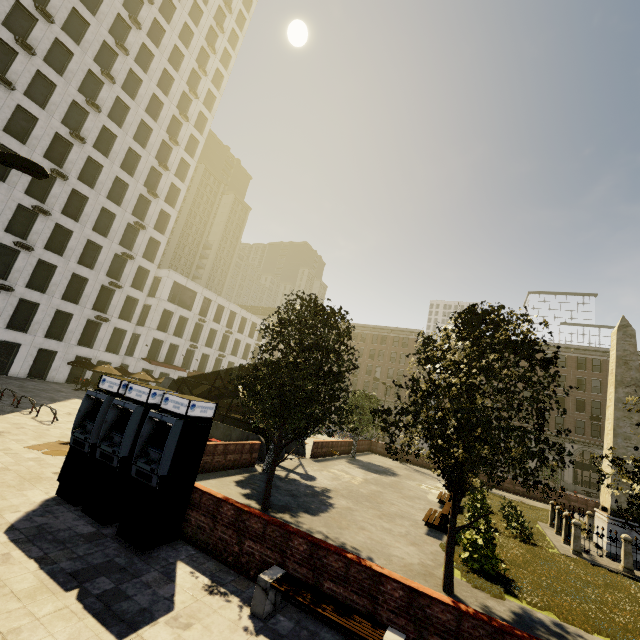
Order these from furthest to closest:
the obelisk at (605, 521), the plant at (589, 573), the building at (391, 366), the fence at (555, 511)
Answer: the building at (391, 366)
the obelisk at (605, 521)
the fence at (555, 511)
the plant at (589, 573)

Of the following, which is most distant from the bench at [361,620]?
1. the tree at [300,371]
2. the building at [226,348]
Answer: the building at [226,348]

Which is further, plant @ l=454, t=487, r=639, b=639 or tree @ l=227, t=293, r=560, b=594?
plant @ l=454, t=487, r=639, b=639

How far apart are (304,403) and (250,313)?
48.0m

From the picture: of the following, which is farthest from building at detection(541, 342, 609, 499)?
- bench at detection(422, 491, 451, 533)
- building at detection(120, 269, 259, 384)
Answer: bench at detection(422, 491, 451, 533)

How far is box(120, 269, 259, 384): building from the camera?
41.1 meters

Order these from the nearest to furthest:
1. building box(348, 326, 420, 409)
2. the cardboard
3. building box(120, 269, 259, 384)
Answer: the cardboard
building box(120, 269, 259, 384)
building box(348, 326, 420, 409)

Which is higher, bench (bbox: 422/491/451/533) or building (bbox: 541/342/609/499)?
building (bbox: 541/342/609/499)
